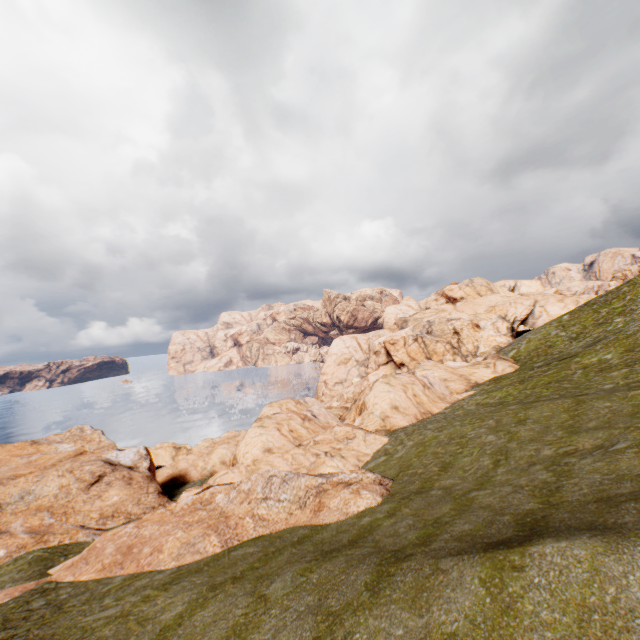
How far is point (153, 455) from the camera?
55.38m
